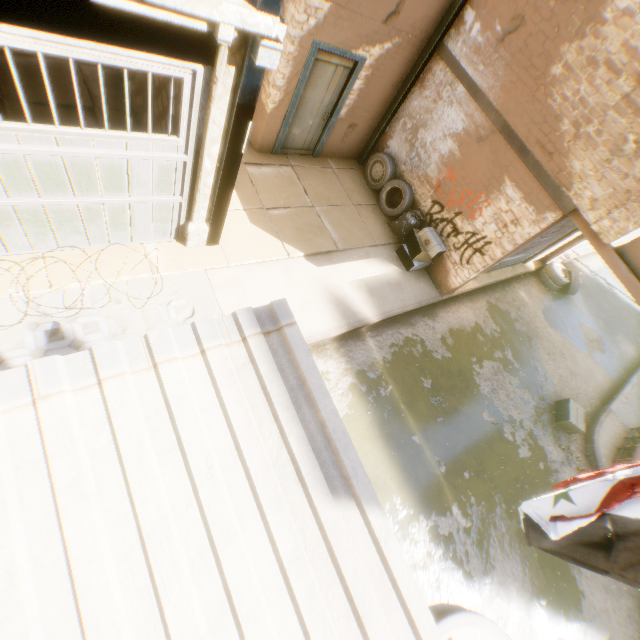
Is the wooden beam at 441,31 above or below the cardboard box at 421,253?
above

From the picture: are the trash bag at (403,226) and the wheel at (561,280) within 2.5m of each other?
no

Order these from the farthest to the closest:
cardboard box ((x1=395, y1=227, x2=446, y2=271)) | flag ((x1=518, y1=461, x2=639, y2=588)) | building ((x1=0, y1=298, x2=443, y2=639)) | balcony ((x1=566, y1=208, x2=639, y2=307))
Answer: cardboard box ((x1=395, y1=227, x2=446, y2=271)) < balcony ((x1=566, y1=208, x2=639, y2=307)) < flag ((x1=518, y1=461, x2=639, y2=588)) < building ((x1=0, y1=298, x2=443, y2=639))

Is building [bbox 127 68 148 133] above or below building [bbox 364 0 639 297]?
below

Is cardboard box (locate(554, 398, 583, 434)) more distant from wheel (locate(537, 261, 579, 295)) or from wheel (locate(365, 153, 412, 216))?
wheel (locate(365, 153, 412, 216))

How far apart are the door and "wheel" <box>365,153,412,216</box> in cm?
39

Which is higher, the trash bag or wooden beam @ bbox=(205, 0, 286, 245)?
wooden beam @ bbox=(205, 0, 286, 245)

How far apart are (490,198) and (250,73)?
5.7m
